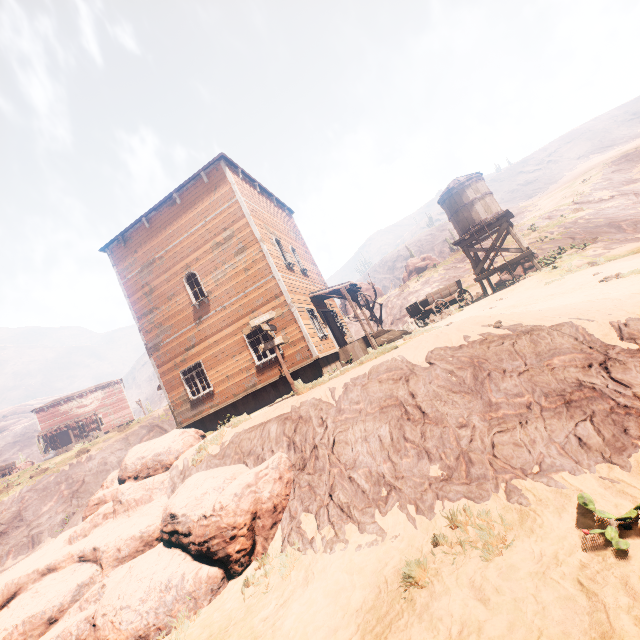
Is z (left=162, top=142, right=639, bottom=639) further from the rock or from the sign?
the sign

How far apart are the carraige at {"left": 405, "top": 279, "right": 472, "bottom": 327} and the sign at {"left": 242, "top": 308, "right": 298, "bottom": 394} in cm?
821

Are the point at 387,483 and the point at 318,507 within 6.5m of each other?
yes

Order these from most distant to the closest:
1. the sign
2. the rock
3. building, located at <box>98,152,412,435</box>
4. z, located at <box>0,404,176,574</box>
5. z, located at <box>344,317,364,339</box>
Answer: z, located at <box>344,317,364,339</box>
z, located at <box>0,404,176,574</box>
building, located at <box>98,152,412,435</box>
the sign
the rock

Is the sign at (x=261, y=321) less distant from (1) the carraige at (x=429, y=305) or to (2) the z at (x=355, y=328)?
Result: (2) the z at (x=355, y=328)

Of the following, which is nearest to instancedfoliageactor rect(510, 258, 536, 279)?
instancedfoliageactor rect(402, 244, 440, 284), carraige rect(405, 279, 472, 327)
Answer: carraige rect(405, 279, 472, 327)

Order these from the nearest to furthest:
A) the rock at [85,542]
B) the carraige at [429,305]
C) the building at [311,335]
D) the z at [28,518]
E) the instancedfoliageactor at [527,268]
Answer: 1. the rock at [85,542]
2. the building at [311,335]
3. the carraige at [429,305]
4. the instancedfoliageactor at [527,268]
5. the z at [28,518]

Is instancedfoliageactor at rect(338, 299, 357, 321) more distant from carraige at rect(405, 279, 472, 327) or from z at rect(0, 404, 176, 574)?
carraige at rect(405, 279, 472, 327)
